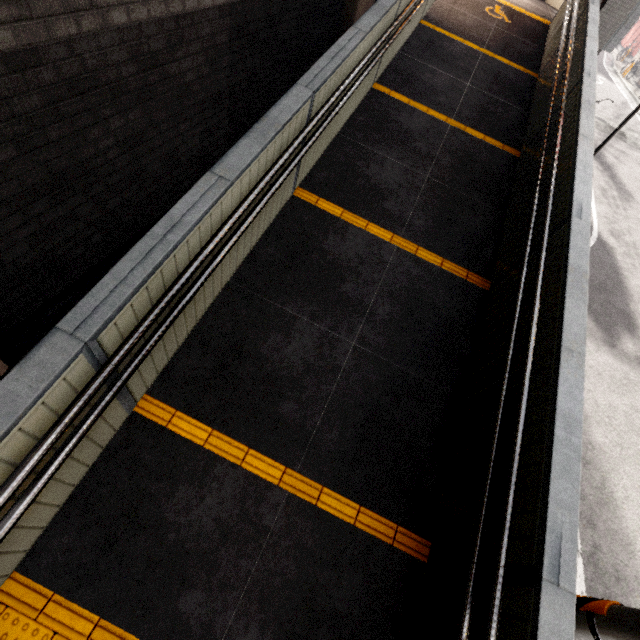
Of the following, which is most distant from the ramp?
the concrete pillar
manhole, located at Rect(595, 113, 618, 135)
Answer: manhole, located at Rect(595, 113, 618, 135)

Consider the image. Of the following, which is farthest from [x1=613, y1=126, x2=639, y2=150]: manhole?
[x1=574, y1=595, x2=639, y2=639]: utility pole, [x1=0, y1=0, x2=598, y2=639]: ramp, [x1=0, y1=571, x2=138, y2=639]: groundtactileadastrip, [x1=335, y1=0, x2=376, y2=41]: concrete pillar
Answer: [x1=0, y1=571, x2=138, y2=639]: groundtactileadastrip

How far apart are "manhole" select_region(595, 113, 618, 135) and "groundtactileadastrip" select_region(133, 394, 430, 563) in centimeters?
1681cm

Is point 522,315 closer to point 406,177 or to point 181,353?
point 406,177

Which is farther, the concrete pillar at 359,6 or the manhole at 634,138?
the manhole at 634,138

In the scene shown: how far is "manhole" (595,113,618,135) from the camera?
12.73m

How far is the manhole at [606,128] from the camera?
12.7m

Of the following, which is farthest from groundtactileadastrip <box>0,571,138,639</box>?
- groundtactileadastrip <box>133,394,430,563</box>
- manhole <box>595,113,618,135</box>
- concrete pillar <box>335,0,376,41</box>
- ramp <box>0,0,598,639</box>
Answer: manhole <box>595,113,618,135</box>
